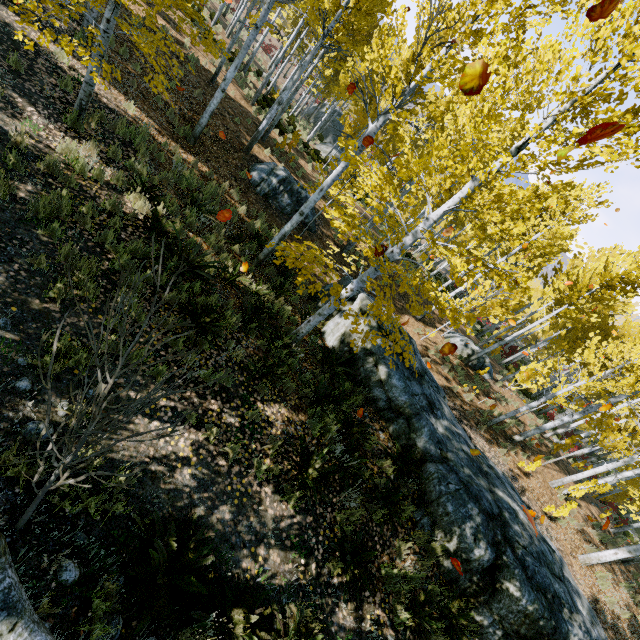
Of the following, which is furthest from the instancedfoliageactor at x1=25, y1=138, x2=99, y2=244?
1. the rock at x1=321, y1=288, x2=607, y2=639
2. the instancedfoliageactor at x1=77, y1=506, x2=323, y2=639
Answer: the instancedfoliageactor at x1=77, y1=506, x2=323, y2=639

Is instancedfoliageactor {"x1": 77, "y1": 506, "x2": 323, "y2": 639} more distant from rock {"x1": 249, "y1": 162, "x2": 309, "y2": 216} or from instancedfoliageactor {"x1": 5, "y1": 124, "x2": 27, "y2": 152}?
rock {"x1": 249, "y1": 162, "x2": 309, "y2": 216}

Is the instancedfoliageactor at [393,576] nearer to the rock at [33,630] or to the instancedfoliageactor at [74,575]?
the rock at [33,630]

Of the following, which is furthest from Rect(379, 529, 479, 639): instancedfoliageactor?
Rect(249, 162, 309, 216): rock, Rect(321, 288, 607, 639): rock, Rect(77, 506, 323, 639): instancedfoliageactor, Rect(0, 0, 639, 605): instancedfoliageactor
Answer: Rect(249, 162, 309, 216): rock

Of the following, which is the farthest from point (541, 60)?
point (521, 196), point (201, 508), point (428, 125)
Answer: point (201, 508)

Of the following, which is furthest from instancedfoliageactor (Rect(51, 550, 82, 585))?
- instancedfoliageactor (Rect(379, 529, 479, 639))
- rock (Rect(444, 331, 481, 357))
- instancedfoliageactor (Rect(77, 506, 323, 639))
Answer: instancedfoliageactor (Rect(379, 529, 479, 639))

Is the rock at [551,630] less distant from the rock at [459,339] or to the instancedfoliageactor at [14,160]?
the instancedfoliageactor at [14,160]

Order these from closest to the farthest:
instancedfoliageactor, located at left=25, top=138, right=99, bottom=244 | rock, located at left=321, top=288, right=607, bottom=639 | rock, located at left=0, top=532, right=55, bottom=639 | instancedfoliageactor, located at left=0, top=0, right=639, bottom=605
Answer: rock, located at left=0, top=532, right=55, bottom=639 → instancedfoliageactor, located at left=0, top=0, right=639, bottom=605 → instancedfoliageactor, located at left=25, top=138, right=99, bottom=244 → rock, located at left=321, top=288, right=607, bottom=639
